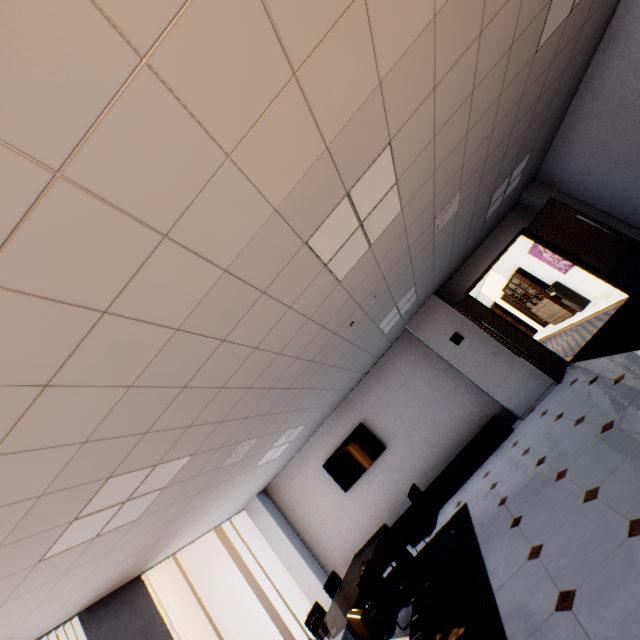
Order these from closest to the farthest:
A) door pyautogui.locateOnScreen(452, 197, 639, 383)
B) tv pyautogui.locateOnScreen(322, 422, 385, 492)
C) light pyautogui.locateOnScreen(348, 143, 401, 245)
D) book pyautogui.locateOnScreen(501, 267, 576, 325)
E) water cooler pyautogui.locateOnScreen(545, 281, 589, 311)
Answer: light pyautogui.locateOnScreen(348, 143, 401, 245) → door pyautogui.locateOnScreen(452, 197, 639, 383) → tv pyautogui.locateOnScreen(322, 422, 385, 492) → water cooler pyautogui.locateOnScreen(545, 281, 589, 311) → book pyautogui.locateOnScreen(501, 267, 576, 325)

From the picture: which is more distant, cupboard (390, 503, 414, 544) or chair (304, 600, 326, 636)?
cupboard (390, 503, 414, 544)

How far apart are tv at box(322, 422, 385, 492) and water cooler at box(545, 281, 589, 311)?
7.4 meters

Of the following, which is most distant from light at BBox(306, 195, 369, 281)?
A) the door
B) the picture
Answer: the picture

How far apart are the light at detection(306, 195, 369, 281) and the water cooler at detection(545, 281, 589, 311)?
9.27m

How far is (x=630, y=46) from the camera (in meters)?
4.22

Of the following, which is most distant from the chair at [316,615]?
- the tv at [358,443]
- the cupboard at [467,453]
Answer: the tv at [358,443]

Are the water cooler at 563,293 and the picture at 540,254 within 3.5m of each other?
yes
